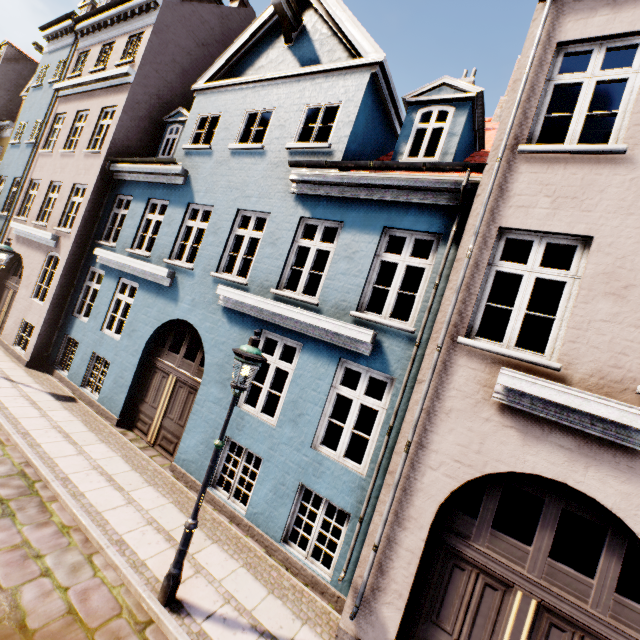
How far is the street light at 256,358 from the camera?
4.3 meters

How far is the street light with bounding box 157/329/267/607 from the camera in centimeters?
433cm

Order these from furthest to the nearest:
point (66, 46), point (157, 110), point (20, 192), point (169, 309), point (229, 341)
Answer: point (66, 46) → point (20, 192) → point (157, 110) → point (169, 309) → point (229, 341)
